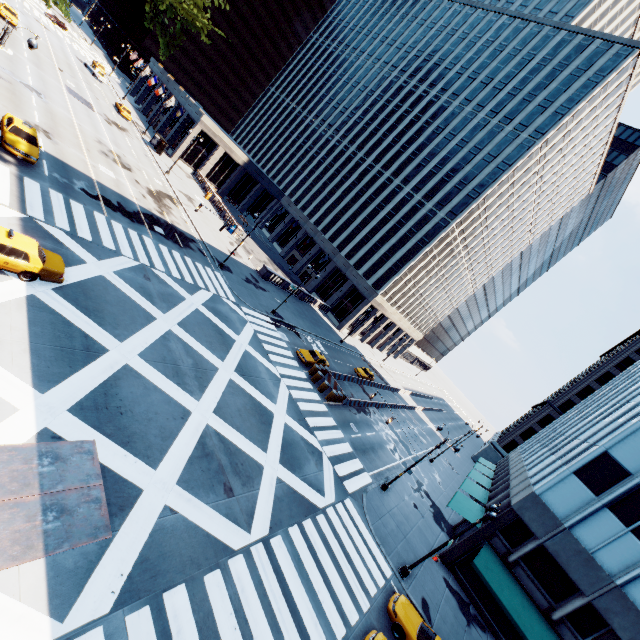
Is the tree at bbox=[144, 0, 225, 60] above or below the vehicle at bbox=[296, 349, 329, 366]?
above

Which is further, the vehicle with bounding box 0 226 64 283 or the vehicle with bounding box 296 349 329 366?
the vehicle with bounding box 296 349 329 366

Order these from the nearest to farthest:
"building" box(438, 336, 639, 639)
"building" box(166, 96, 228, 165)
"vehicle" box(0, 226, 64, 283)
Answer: "vehicle" box(0, 226, 64, 283) < "building" box(438, 336, 639, 639) < "building" box(166, 96, 228, 165)

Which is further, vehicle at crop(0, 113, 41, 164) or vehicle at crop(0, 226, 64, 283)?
vehicle at crop(0, 113, 41, 164)

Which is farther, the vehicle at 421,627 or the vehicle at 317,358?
the vehicle at 317,358

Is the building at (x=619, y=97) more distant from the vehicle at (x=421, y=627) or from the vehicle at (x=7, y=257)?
the vehicle at (x=7, y=257)

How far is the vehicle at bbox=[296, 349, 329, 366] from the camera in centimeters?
3331cm

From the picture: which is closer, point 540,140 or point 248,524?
point 248,524
